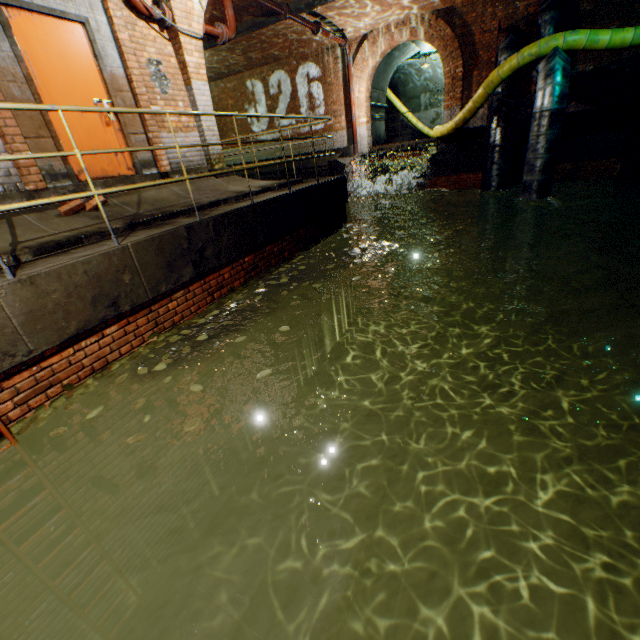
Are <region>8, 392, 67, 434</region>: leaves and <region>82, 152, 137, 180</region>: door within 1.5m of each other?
no

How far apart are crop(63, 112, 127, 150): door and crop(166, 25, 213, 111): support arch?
1.7m

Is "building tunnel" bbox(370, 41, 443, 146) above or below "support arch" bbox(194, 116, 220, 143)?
above

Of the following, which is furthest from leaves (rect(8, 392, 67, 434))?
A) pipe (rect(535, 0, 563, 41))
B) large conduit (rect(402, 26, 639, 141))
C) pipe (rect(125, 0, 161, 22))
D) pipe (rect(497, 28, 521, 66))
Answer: large conduit (rect(402, 26, 639, 141))

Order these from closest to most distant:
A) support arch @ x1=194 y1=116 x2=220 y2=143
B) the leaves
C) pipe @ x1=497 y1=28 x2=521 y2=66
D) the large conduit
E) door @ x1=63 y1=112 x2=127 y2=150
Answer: the leaves
door @ x1=63 y1=112 x2=127 y2=150
support arch @ x1=194 y1=116 x2=220 y2=143
the large conduit
pipe @ x1=497 y1=28 x2=521 y2=66

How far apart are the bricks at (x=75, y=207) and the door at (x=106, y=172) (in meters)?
0.53

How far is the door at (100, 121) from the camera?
4.9 meters

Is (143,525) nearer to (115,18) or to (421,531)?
(421,531)
